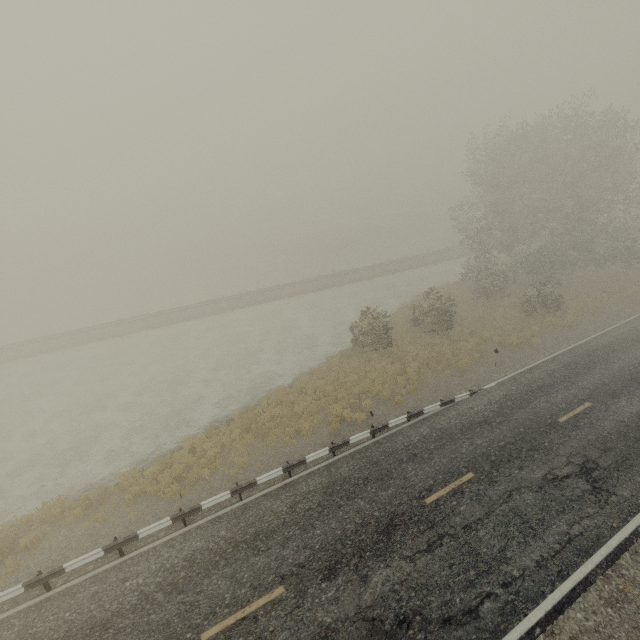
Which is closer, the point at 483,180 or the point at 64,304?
the point at 483,180
